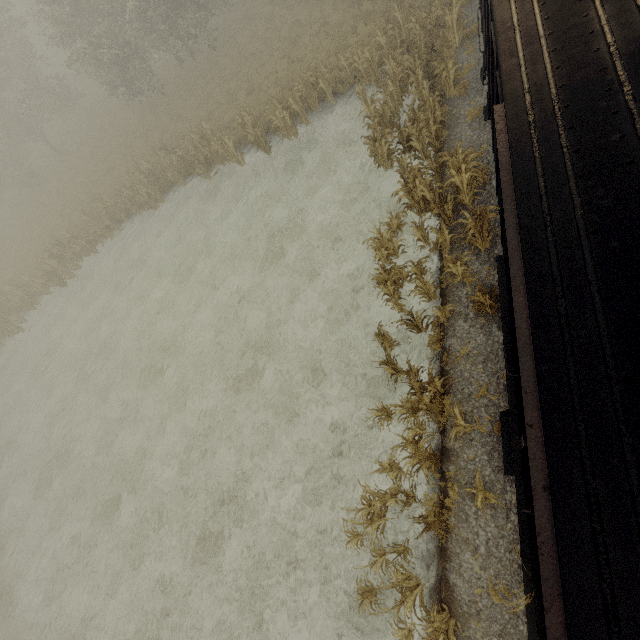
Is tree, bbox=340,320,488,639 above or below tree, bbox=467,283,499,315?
below

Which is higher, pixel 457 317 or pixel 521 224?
pixel 521 224

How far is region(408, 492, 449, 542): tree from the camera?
6.36m

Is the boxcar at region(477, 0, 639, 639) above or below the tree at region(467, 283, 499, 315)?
above

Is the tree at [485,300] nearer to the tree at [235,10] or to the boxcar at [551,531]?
the boxcar at [551,531]

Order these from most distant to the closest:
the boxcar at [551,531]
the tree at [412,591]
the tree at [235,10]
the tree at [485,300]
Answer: the tree at [235,10] < the tree at [485,300] < the tree at [412,591] < the boxcar at [551,531]

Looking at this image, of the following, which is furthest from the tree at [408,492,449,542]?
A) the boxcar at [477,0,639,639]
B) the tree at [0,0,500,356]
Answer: the tree at [0,0,500,356]
